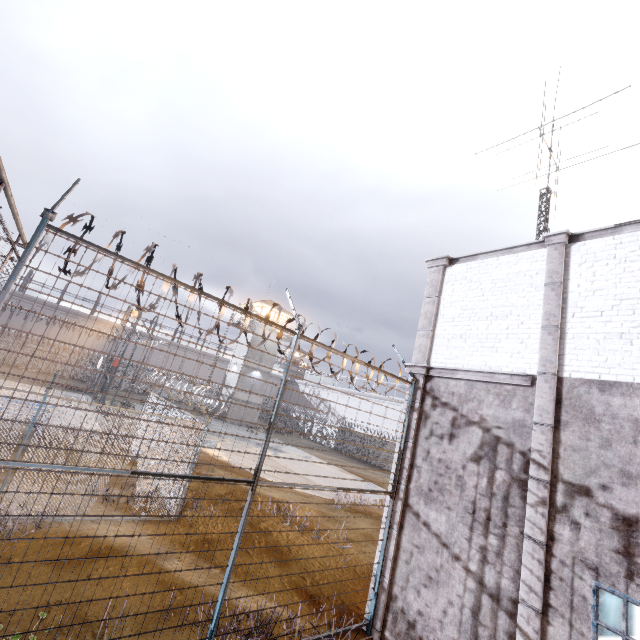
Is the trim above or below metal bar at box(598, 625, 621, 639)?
above

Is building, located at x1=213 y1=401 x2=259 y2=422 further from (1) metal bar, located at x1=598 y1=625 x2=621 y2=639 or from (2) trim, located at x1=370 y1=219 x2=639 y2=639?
(1) metal bar, located at x1=598 y1=625 x2=621 y2=639

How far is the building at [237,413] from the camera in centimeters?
3715cm

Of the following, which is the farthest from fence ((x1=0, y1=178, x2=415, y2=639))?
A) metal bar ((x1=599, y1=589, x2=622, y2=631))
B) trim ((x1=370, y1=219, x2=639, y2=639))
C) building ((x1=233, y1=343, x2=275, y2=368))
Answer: building ((x1=233, y1=343, x2=275, y2=368))

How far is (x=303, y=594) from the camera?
7.7 meters

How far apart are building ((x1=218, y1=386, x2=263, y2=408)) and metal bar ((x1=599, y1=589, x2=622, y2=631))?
33.9 meters

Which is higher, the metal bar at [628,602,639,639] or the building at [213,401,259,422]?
the building at [213,401,259,422]

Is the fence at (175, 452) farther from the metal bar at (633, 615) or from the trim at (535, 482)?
the metal bar at (633, 615)
